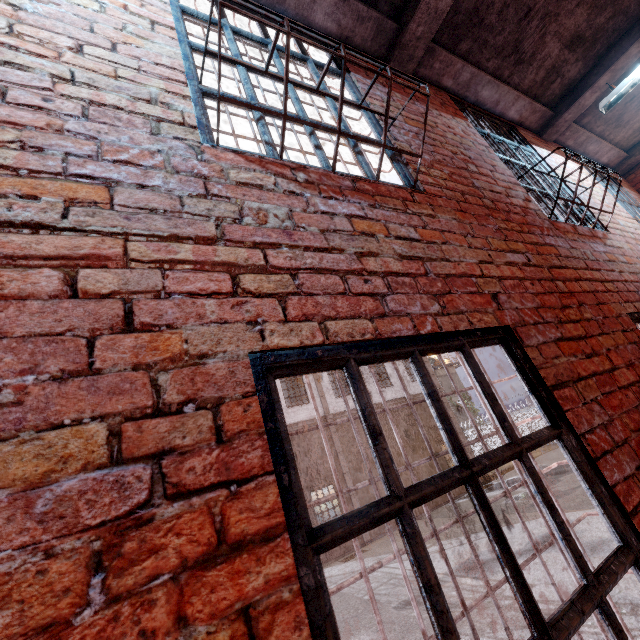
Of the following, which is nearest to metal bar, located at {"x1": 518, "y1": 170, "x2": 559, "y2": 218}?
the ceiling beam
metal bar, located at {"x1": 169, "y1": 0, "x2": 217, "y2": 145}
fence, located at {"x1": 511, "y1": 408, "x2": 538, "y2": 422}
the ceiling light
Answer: the ceiling beam

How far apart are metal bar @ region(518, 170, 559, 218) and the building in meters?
41.4 m

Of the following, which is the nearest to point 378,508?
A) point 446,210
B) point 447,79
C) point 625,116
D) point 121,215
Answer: point 121,215

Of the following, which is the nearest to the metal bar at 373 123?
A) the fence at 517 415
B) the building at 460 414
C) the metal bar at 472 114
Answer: the metal bar at 472 114

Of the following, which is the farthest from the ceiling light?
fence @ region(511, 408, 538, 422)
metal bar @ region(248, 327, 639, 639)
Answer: fence @ region(511, 408, 538, 422)

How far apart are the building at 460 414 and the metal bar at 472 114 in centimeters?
4142cm

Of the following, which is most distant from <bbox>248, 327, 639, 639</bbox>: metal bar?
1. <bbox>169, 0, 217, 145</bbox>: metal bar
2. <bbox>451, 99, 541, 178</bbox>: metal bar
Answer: <bbox>451, 99, 541, 178</bbox>: metal bar
